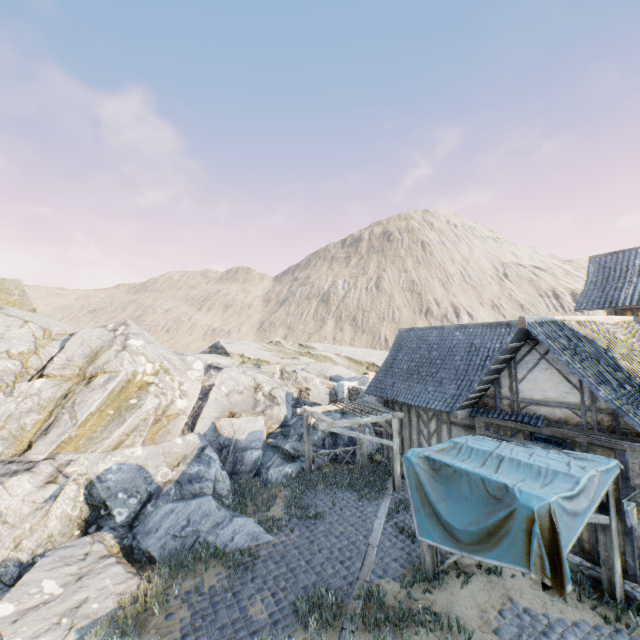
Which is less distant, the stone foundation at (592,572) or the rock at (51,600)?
the stone foundation at (592,572)

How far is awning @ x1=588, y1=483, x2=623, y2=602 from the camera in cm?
695

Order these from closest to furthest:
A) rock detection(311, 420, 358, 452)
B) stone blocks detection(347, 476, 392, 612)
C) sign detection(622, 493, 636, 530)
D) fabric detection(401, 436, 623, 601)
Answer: fabric detection(401, 436, 623, 601), sign detection(622, 493, 636, 530), stone blocks detection(347, 476, 392, 612), rock detection(311, 420, 358, 452)

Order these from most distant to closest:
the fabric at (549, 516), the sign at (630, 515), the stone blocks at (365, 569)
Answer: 1. the stone blocks at (365, 569)
2. the sign at (630, 515)
3. the fabric at (549, 516)

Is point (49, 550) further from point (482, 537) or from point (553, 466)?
point (553, 466)

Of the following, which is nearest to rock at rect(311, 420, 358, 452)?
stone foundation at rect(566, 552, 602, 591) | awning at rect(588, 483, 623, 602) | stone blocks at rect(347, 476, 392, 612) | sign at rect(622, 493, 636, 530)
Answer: stone blocks at rect(347, 476, 392, 612)

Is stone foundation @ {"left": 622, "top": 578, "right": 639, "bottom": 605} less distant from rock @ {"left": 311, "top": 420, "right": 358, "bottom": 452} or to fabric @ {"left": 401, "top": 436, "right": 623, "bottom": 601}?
rock @ {"left": 311, "top": 420, "right": 358, "bottom": 452}

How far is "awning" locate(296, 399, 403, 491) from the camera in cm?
1207
